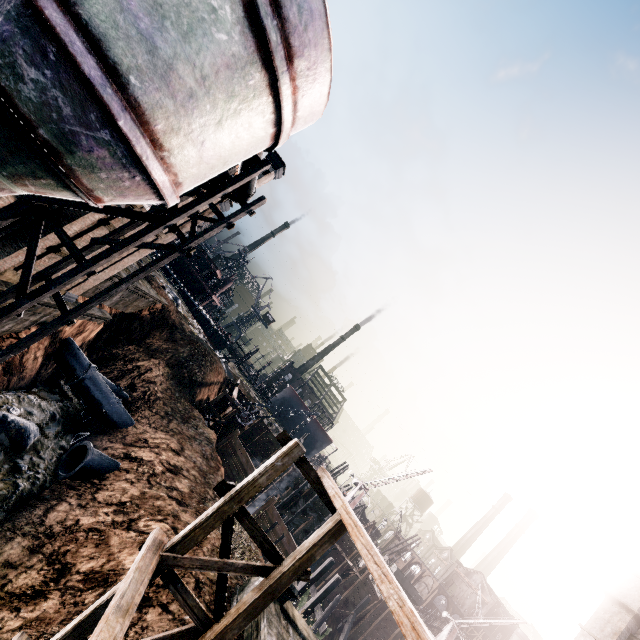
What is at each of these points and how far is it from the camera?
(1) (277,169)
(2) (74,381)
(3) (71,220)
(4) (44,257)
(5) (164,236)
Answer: (1) building, 22.1m
(2) pipe, 21.2m
(3) building, 13.4m
(4) building, 15.2m
(5) building, 20.1m

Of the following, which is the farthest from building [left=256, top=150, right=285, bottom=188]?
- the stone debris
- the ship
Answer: the ship

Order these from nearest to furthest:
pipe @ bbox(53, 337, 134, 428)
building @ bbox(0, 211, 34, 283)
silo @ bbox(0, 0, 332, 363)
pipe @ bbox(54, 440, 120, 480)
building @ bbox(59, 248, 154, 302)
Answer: silo @ bbox(0, 0, 332, 363) < building @ bbox(0, 211, 34, 283) < pipe @ bbox(54, 440, 120, 480) < building @ bbox(59, 248, 154, 302) < pipe @ bbox(53, 337, 134, 428)

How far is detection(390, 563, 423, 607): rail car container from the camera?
51.8m

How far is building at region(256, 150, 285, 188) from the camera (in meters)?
22.03

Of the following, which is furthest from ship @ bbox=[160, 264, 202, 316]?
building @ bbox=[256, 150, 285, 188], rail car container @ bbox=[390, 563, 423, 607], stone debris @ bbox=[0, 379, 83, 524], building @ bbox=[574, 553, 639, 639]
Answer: building @ bbox=[574, 553, 639, 639]

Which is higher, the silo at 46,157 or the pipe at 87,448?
the silo at 46,157

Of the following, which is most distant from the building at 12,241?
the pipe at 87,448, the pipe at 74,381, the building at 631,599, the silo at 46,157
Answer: the building at 631,599
